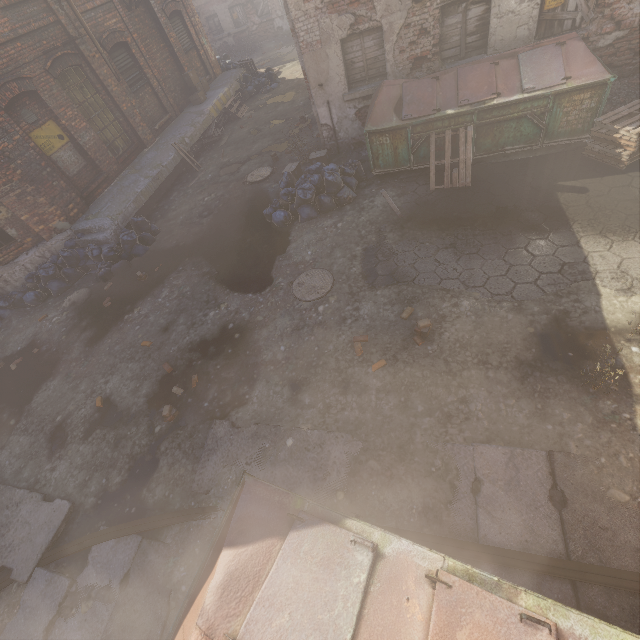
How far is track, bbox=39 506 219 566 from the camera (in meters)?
4.37

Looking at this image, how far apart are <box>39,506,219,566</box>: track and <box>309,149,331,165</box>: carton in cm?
853

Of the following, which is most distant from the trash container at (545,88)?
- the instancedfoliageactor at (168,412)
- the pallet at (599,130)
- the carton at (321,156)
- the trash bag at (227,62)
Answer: the trash bag at (227,62)

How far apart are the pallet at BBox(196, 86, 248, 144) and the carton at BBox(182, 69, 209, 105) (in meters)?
1.11

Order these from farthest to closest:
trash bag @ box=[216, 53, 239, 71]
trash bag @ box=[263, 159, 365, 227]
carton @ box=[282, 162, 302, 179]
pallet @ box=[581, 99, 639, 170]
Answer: trash bag @ box=[216, 53, 239, 71] → carton @ box=[282, 162, 302, 179] → trash bag @ box=[263, 159, 365, 227] → pallet @ box=[581, 99, 639, 170]

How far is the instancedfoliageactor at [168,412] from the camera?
5.39m

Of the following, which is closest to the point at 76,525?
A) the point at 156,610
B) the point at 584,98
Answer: the point at 156,610

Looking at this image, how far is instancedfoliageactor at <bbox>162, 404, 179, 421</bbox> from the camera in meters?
5.4
